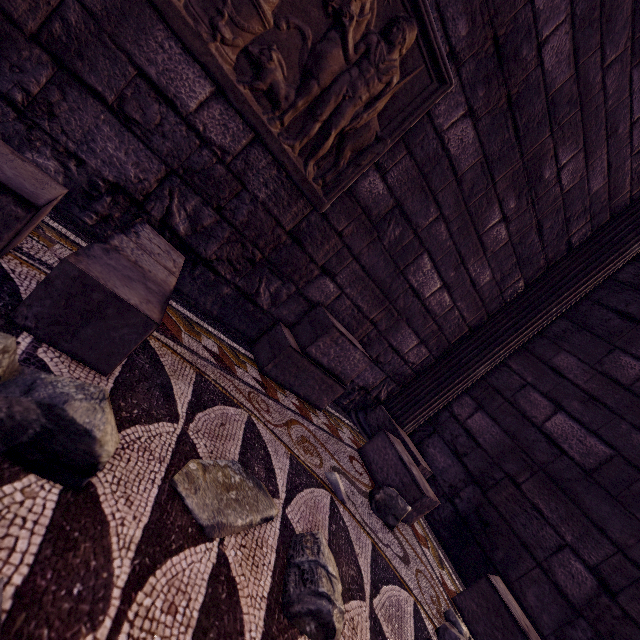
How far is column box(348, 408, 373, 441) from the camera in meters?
3.0 m

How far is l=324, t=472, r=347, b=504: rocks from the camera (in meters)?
1.66

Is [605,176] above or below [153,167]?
above

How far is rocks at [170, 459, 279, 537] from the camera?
0.9 meters

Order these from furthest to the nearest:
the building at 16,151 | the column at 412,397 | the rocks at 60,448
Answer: the column at 412,397
the building at 16,151
the rocks at 60,448

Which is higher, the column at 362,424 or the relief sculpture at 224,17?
the relief sculpture at 224,17

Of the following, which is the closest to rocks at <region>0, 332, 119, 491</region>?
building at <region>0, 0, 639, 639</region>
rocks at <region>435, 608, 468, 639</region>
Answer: building at <region>0, 0, 639, 639</region>

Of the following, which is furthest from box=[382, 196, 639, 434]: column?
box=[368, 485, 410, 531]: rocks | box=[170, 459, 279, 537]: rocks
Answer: box=[170, 459, 279, 537]: rocks
